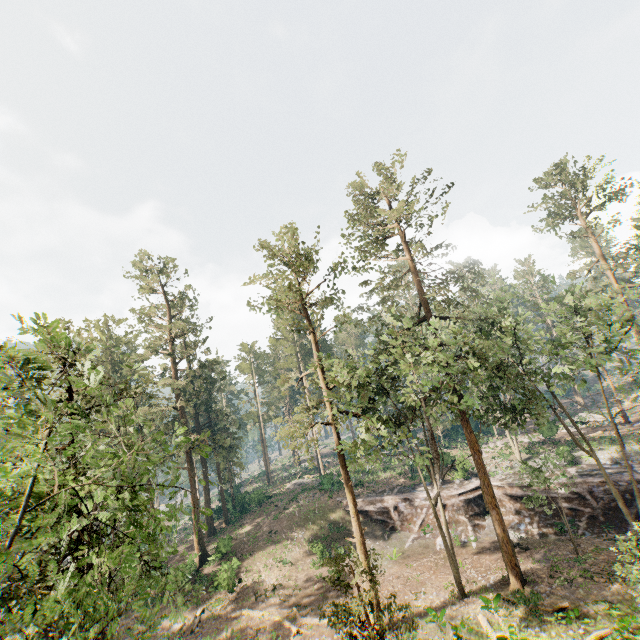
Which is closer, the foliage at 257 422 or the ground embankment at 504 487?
the ground embankment at 504 487

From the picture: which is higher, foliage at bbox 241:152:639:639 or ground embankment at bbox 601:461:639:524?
foliage at bbox 241:152:639:639

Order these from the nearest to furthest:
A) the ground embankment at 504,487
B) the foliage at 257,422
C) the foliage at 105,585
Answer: the foliage at 105,585
the ground embankment at 504,487
the foliage at 257,422

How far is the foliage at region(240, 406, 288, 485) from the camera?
56.6 meters

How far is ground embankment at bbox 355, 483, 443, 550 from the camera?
30.8m

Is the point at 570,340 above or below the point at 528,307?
below
